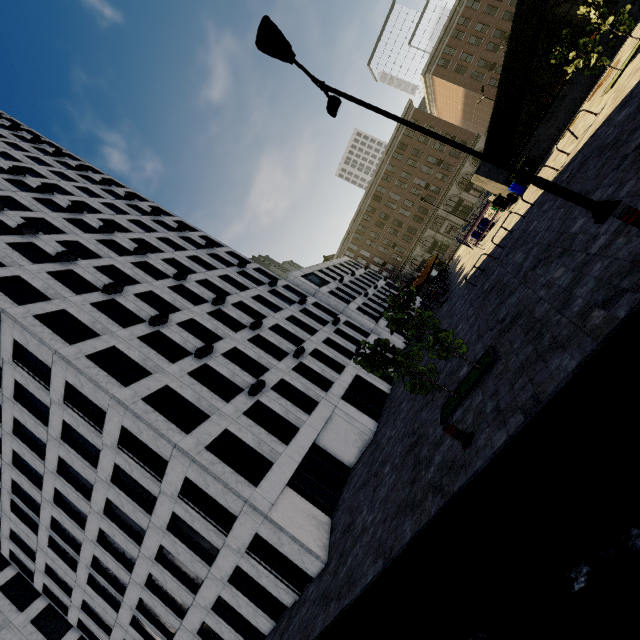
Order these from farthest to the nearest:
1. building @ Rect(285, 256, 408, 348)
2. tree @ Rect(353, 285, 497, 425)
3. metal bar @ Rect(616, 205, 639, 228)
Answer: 1. building @ Rect(285, 256, 408, 348)
2. tree @ Rect(353, 285, 497, 425)
3. metal bar @ Rect(616, 205, 639, 228)

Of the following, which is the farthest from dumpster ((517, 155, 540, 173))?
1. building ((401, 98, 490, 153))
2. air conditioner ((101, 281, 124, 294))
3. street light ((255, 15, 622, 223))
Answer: building ((401, 98, 490, 153))

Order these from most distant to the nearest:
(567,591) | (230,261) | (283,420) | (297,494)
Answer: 1. (230,261)
2. (283,420)
3. (297,494)
4. (567,591)

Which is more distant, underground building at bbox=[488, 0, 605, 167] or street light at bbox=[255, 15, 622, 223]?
underground building at bbox=[488, 0, 605, 167]

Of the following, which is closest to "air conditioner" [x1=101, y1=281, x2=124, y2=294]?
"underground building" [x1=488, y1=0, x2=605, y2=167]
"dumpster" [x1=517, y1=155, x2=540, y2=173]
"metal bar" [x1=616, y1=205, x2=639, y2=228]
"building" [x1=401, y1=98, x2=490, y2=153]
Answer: "metal bar" [x1=616, y1=205, x2=639, y2=228]

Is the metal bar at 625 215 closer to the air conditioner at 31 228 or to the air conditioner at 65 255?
the air conditioner at 65 255

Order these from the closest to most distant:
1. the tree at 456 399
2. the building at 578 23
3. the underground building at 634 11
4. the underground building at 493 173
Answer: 1. the tree at 456 399
2. the underground building at 634 11
3. the underground building at 493 173
4. the building at 578 23

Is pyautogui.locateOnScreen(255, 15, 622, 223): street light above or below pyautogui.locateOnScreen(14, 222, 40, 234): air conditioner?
below
